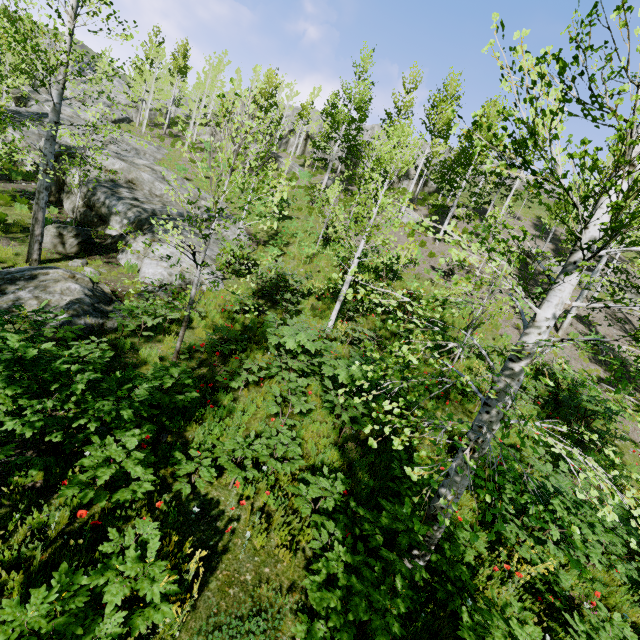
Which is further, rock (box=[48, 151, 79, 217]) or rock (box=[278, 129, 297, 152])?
rock (box=[278, 129, 297, 152])

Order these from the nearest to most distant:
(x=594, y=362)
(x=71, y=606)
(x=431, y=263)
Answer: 1. (x=71, y=606)
2. (x=594, y=362)
3. (x=431, y=263)

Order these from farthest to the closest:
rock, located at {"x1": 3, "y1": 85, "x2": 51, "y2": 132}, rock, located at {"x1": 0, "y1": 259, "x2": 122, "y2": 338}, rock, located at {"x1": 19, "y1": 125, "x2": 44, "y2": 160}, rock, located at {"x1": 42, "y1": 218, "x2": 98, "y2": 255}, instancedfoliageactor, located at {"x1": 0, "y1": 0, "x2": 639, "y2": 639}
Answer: rock, located at {"x1": 3, "y1": 85, "x2": 51, "y2": 132}, rock, located at {"x1": 19, "y1": 125, "x2": 44, "y2": 160}, rock, located at {"x1": 42, "y1": 218, "x2": 98, "y2": 255}, rock, located at {"x1": 0, "y1": 259, "x2": 122, "y2": 338}, instancedfoliageactor, located at {"x1": 0, "y1": 0, "x2": 639, "y2": 639}

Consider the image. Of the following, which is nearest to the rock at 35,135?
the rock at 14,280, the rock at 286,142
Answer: the rock at 14,280

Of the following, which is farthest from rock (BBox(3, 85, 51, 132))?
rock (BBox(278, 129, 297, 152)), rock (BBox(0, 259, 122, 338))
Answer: rock (BBox(278, 129, 297, 152))

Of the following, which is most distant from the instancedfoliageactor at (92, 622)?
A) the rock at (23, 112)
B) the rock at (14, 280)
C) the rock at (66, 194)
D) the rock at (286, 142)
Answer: the rock at (66, 194)

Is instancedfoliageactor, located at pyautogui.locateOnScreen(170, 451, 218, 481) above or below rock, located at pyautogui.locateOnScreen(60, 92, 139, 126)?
below
